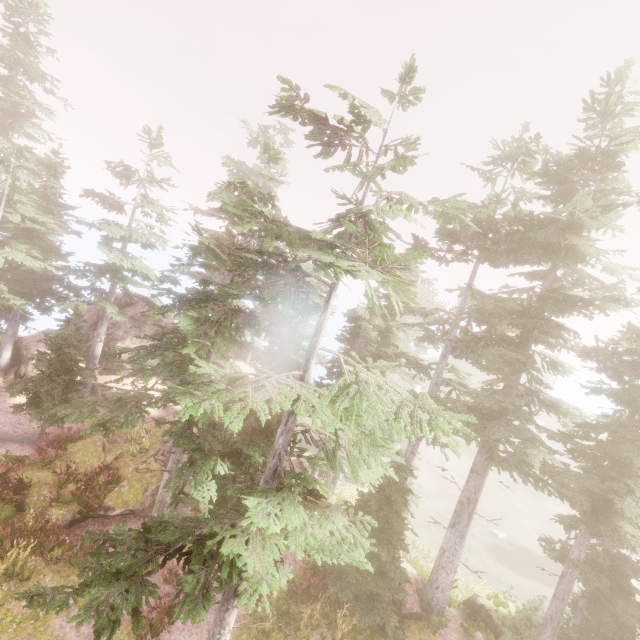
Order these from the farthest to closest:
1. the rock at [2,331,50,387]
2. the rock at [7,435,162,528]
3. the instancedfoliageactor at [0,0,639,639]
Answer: the rock at [2,331,50,387] < the rock at [7,435,162,528] < the instancedfoliageactor at [0,0,639,639]

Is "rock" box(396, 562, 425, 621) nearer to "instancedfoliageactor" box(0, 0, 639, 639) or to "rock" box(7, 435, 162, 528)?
"instancedfoliageactor" box(0, 0, 639, 639)

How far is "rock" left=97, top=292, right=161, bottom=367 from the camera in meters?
27.3

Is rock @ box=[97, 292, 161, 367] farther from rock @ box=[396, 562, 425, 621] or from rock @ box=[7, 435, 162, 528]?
rock @ box=[396, 562, 425, 621]

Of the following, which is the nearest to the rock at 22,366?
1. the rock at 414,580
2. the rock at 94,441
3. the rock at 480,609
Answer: the rock at 94,441

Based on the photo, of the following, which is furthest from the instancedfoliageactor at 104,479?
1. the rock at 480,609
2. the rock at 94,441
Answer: the rock at 94,441

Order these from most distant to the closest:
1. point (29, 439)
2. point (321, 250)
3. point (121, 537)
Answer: point (29, 439) < point (121, 537) < point (321, 250)

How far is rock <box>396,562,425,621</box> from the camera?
14.3m
